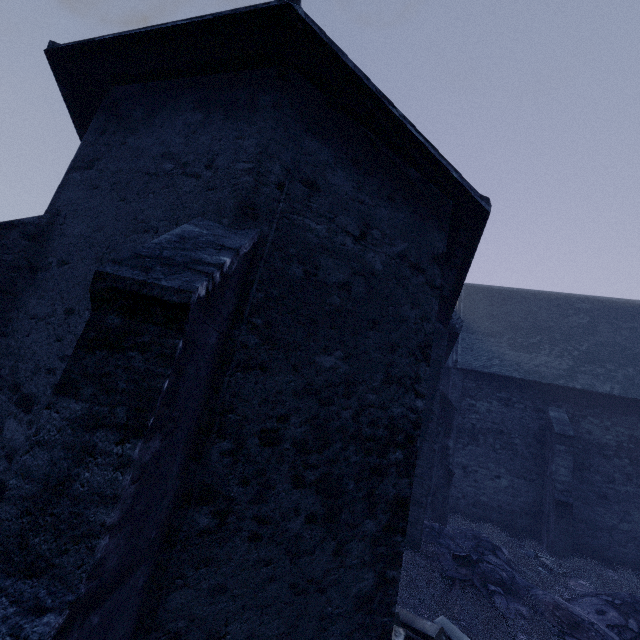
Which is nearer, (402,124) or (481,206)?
(402,124)

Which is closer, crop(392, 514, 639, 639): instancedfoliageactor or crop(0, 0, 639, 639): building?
crop(0, 0, 639, 639): building

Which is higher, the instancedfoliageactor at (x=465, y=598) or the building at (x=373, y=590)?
the building at (x=373, y=590)

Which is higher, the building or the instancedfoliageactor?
the building

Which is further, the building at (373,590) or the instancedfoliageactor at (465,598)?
the instancedfoliageactor at (465,598)
